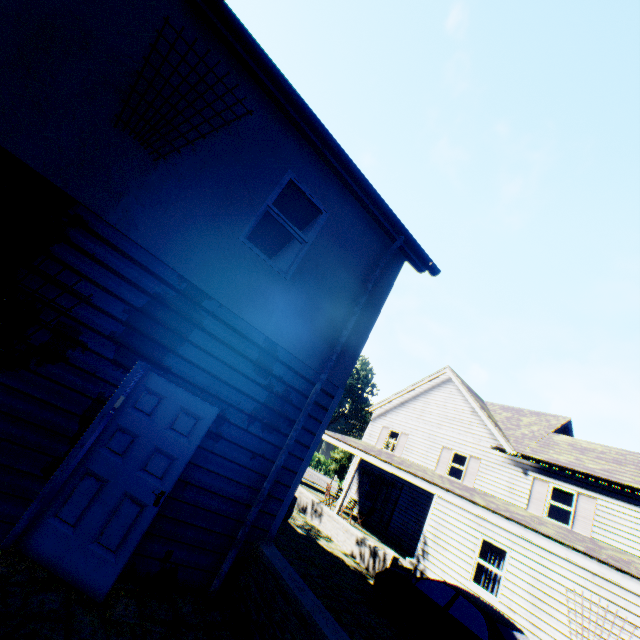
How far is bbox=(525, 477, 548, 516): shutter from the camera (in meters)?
14.73

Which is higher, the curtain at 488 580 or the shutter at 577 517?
the shutter at 577 517

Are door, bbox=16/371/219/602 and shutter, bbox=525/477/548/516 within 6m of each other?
no

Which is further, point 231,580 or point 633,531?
point 633,531

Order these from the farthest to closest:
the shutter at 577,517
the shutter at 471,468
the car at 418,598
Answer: the shutter at 471,468 → the shutter at 577,517 → the car at 418,598

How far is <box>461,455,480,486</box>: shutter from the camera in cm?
1739

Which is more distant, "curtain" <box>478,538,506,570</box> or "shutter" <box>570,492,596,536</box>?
"shutter" <box>570,492,596,536</box>

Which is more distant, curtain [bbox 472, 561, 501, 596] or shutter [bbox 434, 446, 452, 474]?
shutter [bbox 434, 446, 452, 474]
